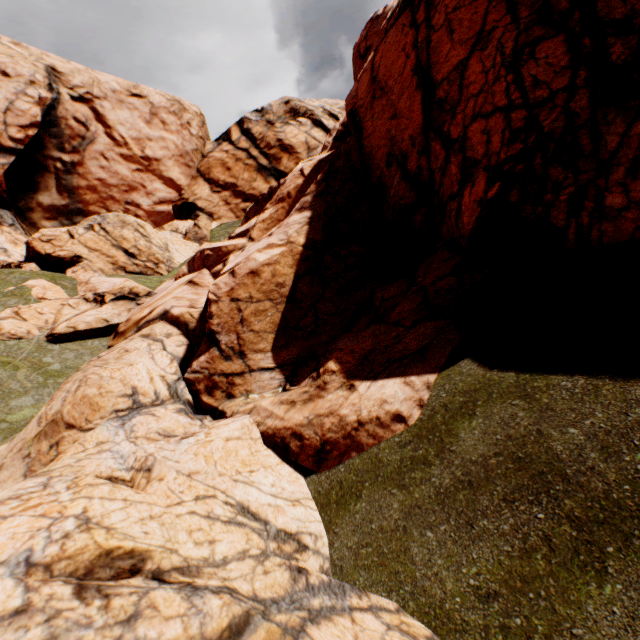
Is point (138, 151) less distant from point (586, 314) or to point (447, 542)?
point (586, 314)
